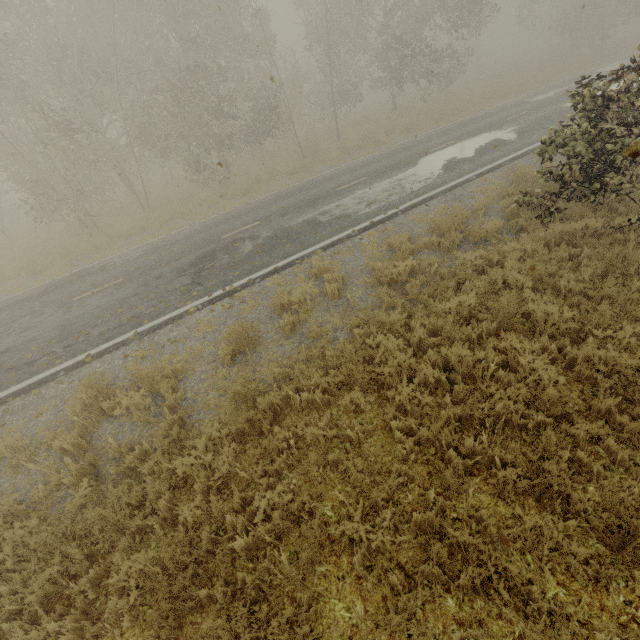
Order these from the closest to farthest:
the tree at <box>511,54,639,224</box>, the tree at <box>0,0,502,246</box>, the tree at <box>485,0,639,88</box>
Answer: the tree at <box>511,54,639,224</box> < the tree at <box>0,0,502,246</box> < the tree at <box>485,0,639,88</box>

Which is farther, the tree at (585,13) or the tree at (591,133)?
the tree at (585,13)

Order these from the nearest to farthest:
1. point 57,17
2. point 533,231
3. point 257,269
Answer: point 533,231 → point 257,269 → point 57,17

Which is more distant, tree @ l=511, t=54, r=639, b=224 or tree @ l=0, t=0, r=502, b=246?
tree @ l=0, t=0, r=502, b=246

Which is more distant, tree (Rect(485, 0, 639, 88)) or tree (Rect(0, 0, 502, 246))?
tree (Rect(485, 0, 639, 88))

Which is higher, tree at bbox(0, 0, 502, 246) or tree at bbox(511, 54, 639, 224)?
tree at bbox(0, 0, 502, 246)
